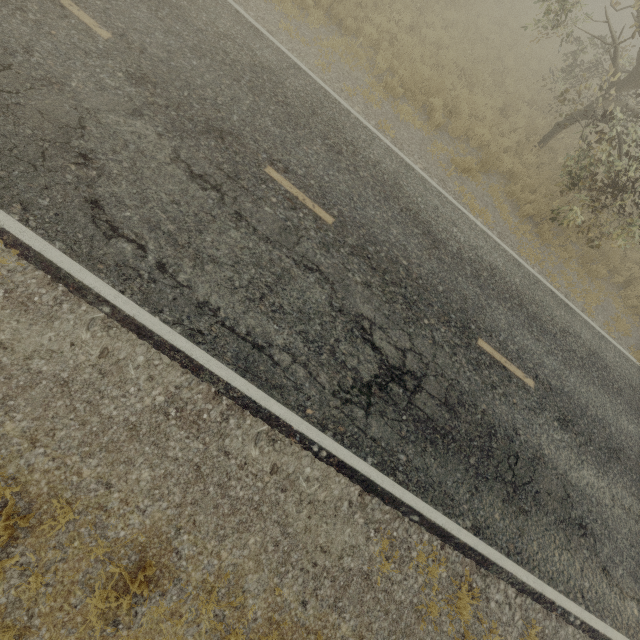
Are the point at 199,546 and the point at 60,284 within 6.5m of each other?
yes

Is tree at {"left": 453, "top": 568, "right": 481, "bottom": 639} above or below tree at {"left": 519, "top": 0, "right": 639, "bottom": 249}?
below

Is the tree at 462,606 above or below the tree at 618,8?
below

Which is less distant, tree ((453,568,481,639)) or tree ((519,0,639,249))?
tree ((453,568,481,639))

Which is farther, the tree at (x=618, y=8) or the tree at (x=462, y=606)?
the tree at (x=618, y=8)
